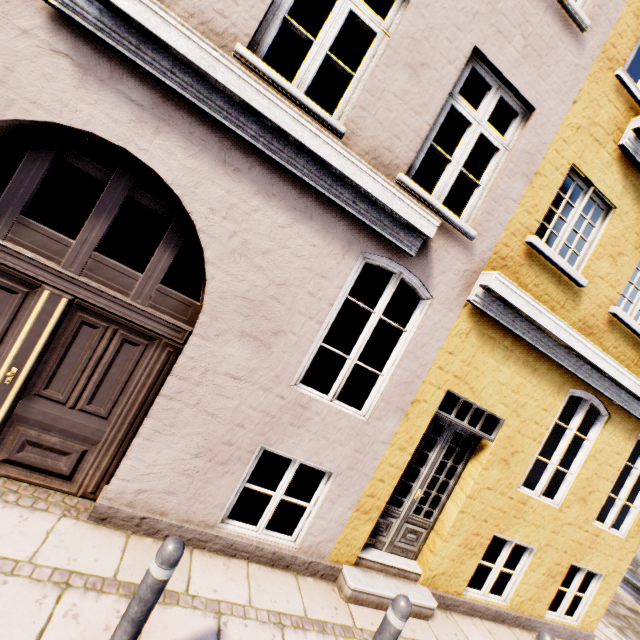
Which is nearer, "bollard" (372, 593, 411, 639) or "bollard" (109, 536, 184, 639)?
"bollard" (109, 536, 184, 639)

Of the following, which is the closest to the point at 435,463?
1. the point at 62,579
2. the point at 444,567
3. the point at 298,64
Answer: the point at 444,567

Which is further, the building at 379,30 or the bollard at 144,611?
the building at 379,30

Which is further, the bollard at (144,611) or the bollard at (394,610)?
the bollard at (394,610)

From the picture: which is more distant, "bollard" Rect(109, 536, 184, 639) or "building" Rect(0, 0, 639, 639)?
"building" Rect(0, 0, 639, 639)
